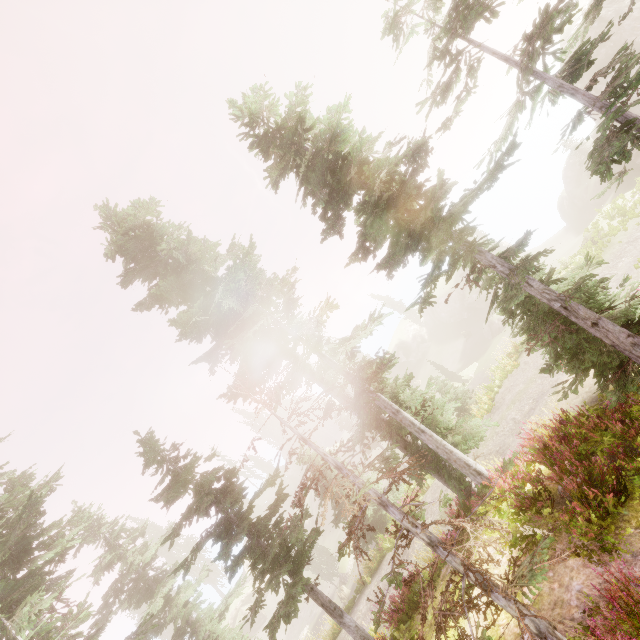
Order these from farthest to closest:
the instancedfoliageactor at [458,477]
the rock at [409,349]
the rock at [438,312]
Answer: the rock at [409,349], the rock at [438,312], the instancedfoliageactor at [458,477]

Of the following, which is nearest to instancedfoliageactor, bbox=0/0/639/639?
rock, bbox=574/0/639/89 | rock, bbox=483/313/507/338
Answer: rock, bbox=574/0/639/89

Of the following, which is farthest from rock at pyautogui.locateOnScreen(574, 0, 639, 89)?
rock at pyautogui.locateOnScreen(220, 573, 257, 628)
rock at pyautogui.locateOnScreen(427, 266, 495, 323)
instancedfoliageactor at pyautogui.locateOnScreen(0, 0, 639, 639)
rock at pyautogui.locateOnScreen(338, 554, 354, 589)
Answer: rock at pyautogui.locateOnScreen(338, 554, 354, 589)

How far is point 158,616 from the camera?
49.1m

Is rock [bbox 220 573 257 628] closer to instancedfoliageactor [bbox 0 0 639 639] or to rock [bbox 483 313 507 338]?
instancedfoliageactor [bbox 0 0 639 639]

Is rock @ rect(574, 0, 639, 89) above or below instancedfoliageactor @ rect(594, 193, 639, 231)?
above

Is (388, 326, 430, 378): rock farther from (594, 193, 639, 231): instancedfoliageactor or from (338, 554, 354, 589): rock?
(338, 554, 354, 589): rock

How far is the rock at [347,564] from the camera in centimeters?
3403cm
